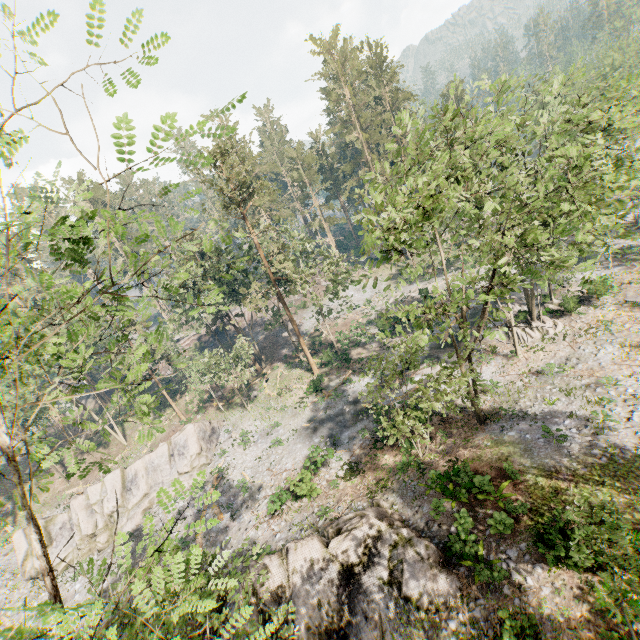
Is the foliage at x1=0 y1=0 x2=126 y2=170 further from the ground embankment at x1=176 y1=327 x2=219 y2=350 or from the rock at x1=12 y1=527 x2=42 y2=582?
the rock at x1=12 y1=527 x2=42 y2=582

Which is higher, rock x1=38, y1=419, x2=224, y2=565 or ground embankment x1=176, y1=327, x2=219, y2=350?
ground embankment x1=176, y1=327, x2=219, y2=350

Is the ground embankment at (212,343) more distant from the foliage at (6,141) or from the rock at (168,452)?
the rock at (168,452)

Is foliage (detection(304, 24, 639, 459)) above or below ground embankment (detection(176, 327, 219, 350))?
above

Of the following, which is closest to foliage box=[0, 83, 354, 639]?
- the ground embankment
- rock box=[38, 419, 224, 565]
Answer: the ground embankment

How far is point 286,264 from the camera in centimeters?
3195cm
